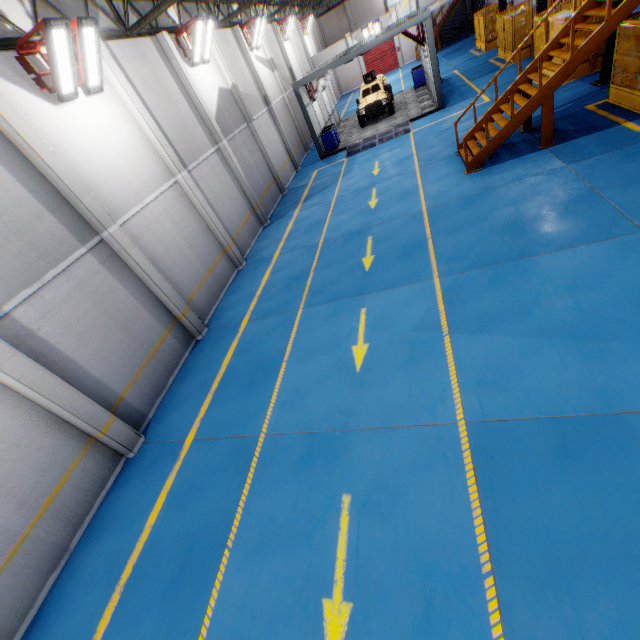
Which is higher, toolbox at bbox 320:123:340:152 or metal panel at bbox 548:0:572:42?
metal panel at bbox 548:0:572:42

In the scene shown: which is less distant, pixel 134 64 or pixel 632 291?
pixel 632 291

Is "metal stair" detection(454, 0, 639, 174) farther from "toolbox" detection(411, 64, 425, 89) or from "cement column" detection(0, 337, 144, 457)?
"toolbox" detection(411, 64, 425, 89)

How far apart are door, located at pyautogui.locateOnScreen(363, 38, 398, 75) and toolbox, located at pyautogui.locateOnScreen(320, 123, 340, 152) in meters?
27.0 m

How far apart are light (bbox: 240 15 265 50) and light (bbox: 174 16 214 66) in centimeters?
693cm

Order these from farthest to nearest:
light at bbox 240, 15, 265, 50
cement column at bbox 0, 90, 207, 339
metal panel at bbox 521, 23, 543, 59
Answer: light at bbox 240, 15, 265, 50
metal panel at bbox 521, 23, 543, 59
cement column at bbox 0, 90, 207, 339

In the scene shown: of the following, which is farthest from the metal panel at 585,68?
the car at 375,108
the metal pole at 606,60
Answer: the car at 375,108

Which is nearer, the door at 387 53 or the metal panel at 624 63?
the metal panel at 624 63
